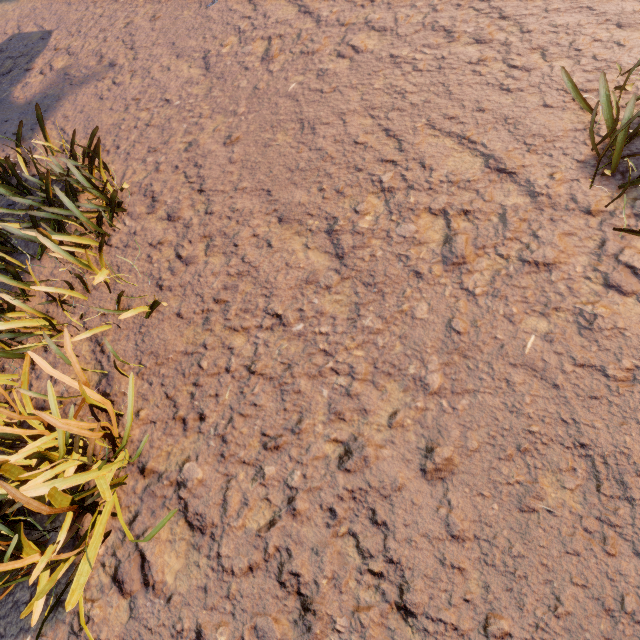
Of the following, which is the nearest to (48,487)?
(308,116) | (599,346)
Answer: (599,346)
